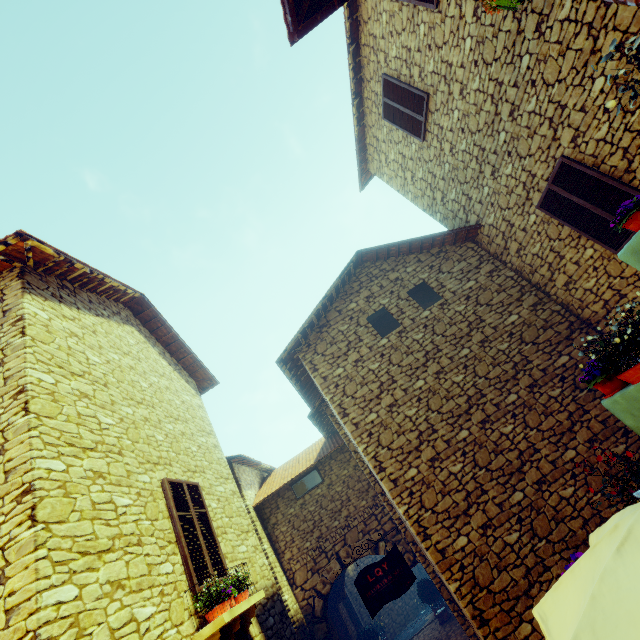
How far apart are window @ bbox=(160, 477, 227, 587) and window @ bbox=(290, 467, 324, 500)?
4.8 meters

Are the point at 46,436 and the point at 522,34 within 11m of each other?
yes

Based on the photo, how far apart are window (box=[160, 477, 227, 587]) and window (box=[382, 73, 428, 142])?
9.2 meters

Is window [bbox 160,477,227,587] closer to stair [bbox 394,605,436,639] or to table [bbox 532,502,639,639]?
table [bbox 532,502,639,639]

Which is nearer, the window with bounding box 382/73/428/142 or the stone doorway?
the window with bounding box 382/73/428/142

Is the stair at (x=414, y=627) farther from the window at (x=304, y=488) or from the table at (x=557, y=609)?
the table at (x=557, y=609)

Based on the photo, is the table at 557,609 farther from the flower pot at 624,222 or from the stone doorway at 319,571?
the stone doorway at 319,571

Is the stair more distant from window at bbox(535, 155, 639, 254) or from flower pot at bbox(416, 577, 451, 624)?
window at bbox(535, 155, 639, 254)
